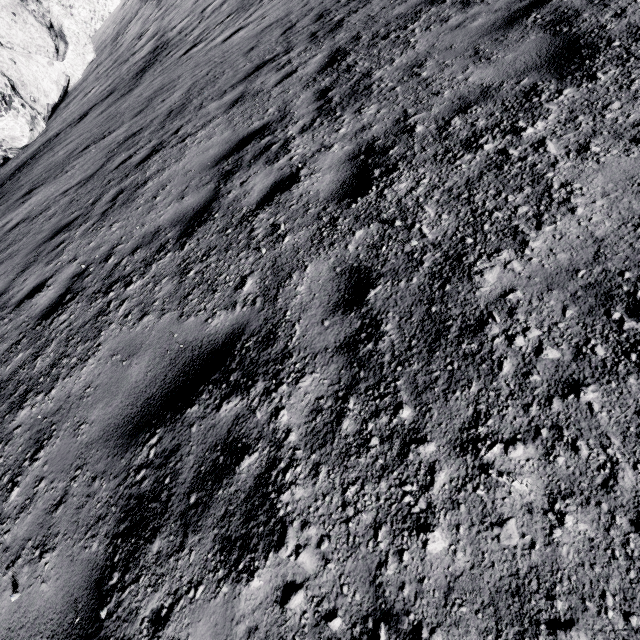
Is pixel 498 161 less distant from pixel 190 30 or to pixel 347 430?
pixel 347 430
